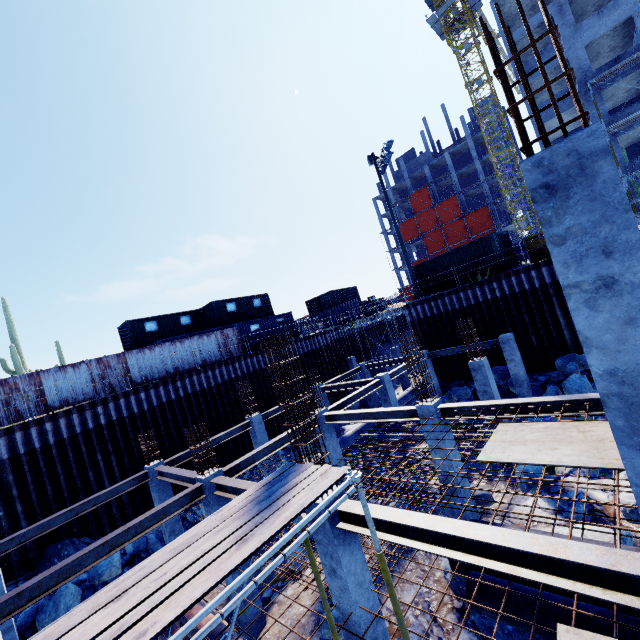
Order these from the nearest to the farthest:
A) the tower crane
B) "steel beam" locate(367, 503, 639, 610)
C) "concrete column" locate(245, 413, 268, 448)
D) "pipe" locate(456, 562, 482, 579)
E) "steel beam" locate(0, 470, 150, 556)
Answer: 1. "steel beam" locate(367, 503, 639, 610)
2. "pipe" locate(456, 562, 482, 579)
3. "steel beam" locate(0, 470, 150, 556)
4. "concrete column" locate(245, 413, 268, 448)
5. the tower crane

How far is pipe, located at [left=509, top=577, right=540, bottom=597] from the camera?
6.0m

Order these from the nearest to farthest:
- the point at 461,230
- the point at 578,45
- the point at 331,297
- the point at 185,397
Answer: the point at 185,397 → the point at 578,45 → the point at 331,297 → the point at 461,230

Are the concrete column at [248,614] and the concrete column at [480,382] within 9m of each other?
no

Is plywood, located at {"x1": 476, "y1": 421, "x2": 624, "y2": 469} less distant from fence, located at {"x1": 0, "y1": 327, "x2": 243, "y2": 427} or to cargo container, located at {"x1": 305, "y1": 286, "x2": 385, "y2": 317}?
fence, located at {"x1": 0, "y1": 327, "x2": 243, "y2": 427}

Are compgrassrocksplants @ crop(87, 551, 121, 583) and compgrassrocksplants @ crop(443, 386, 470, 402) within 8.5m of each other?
no

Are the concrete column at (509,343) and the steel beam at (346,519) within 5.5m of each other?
no

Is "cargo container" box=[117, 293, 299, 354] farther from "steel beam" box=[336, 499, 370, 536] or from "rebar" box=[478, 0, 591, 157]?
"steel beam" box=[336, 499, 370, 536]
